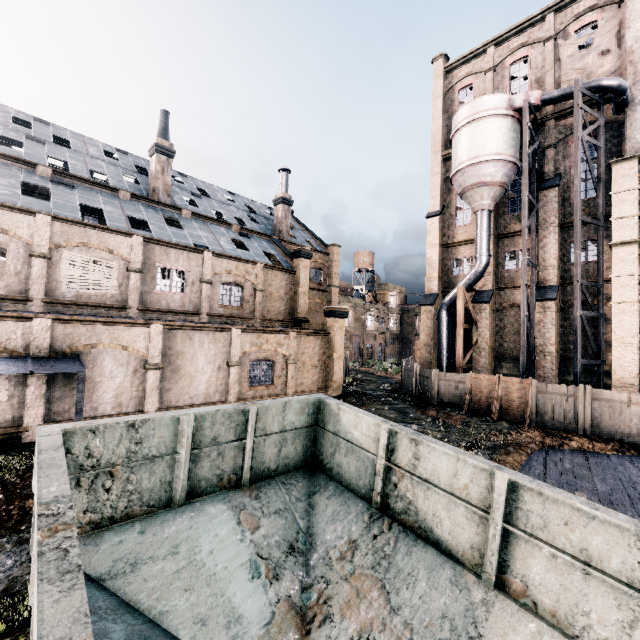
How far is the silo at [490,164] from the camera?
20.5 meters

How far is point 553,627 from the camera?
3.9m

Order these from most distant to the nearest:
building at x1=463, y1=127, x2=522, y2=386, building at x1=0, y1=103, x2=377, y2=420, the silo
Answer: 1. building at x1=463, y1=127, x2=522, y2=386
2. the silo
3. building at x1=0, y1=103, x2=377, y2=420

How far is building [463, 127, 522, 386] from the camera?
26.58m

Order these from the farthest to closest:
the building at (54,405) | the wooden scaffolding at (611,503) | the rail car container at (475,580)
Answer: the building at (54,405) → the wooden scaffolding at (611,503) → the rail car container at (475,580)

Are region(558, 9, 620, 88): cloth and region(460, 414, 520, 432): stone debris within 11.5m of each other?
no

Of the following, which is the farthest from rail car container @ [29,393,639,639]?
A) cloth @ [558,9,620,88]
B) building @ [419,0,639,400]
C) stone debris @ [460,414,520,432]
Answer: cloth @ [558,9,620,88]

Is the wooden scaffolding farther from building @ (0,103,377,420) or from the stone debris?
the stone debris
